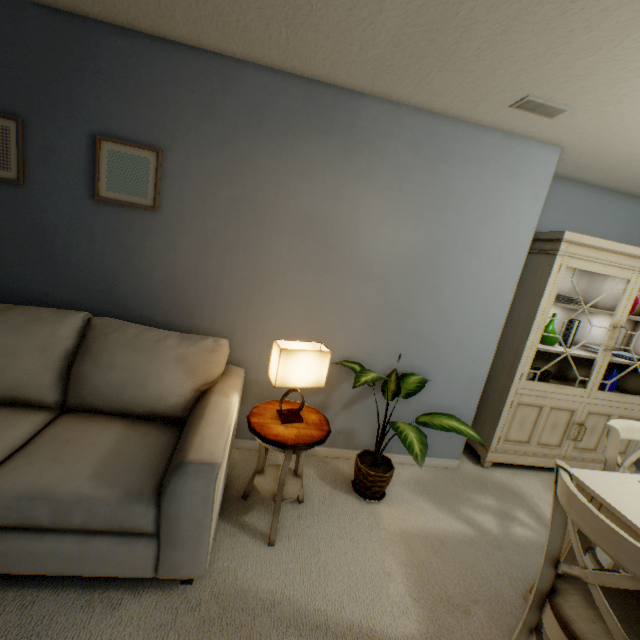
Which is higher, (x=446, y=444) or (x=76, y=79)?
(x=76, y=79)

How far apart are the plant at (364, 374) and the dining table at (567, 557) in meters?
0.9 m

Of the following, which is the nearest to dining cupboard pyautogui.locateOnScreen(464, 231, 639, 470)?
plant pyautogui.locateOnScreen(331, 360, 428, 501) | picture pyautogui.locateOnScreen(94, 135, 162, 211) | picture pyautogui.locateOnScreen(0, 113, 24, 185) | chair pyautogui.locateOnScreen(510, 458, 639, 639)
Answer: plant pyautogui.locateOnScreen(331, 360, 428, 501)

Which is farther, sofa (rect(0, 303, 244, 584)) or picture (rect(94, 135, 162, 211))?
picture (rect(94, 135, 162, 211))

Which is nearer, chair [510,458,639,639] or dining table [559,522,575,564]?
chair [510,458,639,639]

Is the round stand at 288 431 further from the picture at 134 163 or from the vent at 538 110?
the vent at 538 110

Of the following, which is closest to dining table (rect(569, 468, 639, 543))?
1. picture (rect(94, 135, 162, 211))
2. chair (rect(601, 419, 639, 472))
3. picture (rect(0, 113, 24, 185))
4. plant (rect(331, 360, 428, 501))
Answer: chair (rect(601, 419, 639, 472))

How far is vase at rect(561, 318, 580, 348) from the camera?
2.7m
